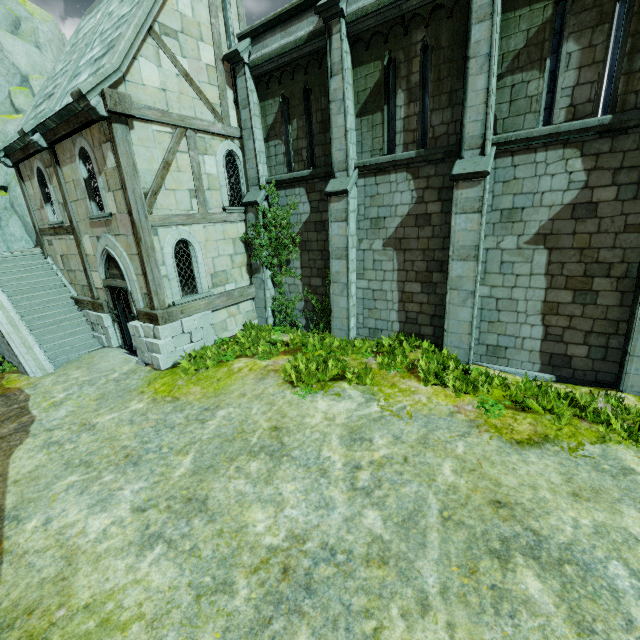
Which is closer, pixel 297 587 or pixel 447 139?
pixel 297 587

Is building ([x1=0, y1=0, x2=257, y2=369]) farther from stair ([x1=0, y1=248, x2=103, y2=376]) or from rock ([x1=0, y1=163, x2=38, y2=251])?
rock ([x1=0, y1=163, x2=38, y2=251])

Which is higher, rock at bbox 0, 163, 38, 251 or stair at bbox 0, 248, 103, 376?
rock at bbox 0, 163, 38, 251

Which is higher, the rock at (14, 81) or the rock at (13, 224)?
the rock at (14, 81)

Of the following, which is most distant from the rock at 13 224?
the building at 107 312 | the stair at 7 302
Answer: the building at 107 312

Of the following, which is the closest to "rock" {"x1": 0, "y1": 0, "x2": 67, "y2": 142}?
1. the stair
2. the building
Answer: the stair
